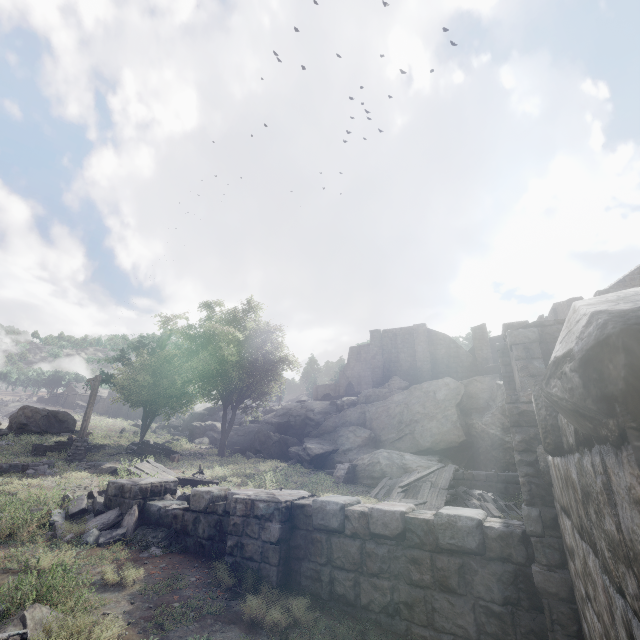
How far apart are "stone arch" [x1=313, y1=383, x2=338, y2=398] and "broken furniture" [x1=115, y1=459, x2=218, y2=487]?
37.6 meters

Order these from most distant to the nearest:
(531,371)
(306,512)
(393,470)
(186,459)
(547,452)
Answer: (186,459)
(393,470)
(531,371)
(306,512)
(547,452)

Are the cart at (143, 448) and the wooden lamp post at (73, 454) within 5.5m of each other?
yes

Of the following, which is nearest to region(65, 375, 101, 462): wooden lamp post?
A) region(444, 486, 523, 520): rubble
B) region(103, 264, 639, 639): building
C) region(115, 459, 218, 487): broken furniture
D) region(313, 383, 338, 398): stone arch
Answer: region(115, 459, 218, 487): broken furniture

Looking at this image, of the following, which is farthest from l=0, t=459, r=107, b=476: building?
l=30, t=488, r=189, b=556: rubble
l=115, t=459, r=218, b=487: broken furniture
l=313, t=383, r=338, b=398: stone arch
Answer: l=313, t=383, r=338, b=398: stone arch

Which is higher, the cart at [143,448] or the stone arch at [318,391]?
the stone arch at [318,391]

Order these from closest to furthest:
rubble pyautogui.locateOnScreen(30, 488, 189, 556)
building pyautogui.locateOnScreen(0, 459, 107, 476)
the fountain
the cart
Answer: rubble pyautogui.locateOnScreen(30, 488, 189, 556)
building pyautogui.locateOnScreen(0, 459, 107, 476)
the fountain
the cart

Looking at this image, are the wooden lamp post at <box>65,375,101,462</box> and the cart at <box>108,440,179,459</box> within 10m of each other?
yes
